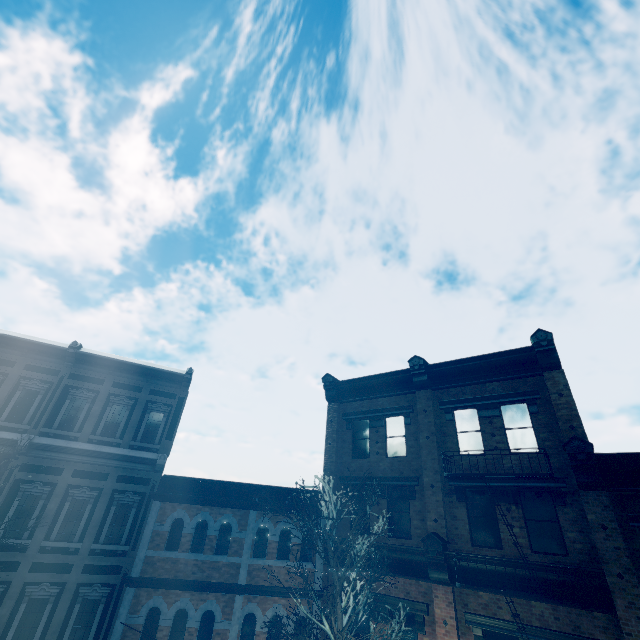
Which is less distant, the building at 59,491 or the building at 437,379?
the building at 437,379

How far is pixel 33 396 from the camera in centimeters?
1354cm

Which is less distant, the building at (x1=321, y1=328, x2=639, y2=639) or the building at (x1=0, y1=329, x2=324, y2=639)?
the building at (x1=321, y1=328, x2=639, y2=639)
